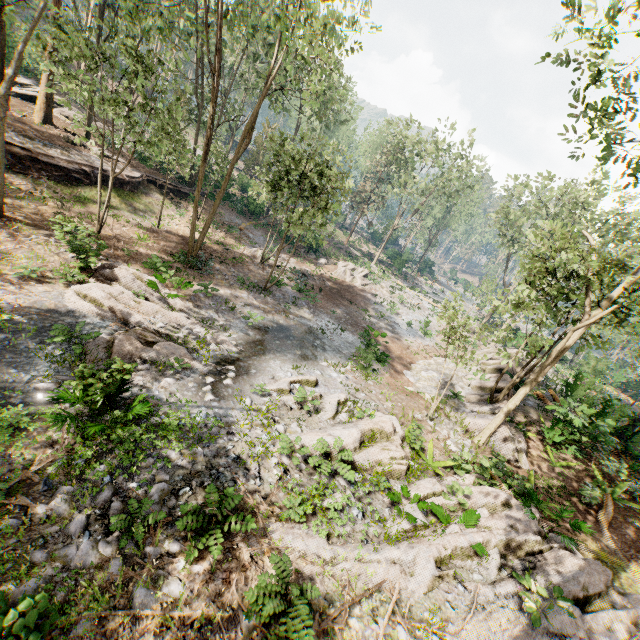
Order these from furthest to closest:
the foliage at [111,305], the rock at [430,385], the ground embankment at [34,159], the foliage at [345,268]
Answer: the foliage at [345,268] → the ground embankment at [34,159] → the rock at [430,385] → the foliage at [111,305]

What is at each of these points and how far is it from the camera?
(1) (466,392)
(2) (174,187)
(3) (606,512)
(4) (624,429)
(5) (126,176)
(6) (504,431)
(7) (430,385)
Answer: (1) rock, 17.98m
(2) ground embankment, 28.19m
(3) foliage, 10.90m
(4) foliage, 18.94m
(5) ground embankment, 23.92m
(6) rock, 13.41m
(7) rock, 19.11m

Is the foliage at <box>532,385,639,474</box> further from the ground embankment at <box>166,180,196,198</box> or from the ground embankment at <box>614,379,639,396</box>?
the ground embankment at <box>614,379,639,396</box>

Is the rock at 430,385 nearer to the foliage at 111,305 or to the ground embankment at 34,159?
the foliage at 111,305

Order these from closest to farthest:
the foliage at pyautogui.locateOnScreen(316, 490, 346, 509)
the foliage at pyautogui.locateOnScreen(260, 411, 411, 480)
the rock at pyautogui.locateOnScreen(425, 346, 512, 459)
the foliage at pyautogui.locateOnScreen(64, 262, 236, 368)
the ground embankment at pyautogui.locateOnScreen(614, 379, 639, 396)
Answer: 1. the foliage at pyautogui.locateOnScreen(316, 490, 346, 509)
2. the foliage at pyautogui.locateOnScreen(260, 411, 411, 480)
3. the foliage at pyautogui.locateOnScreen(64, 262, 236, 368)
4. the rock at pyautogui.locateOnScreen(425, 346, 512, 459)
5. the ground embankment at pyautogui.locateOnScreen(614, 379, 639, 396)

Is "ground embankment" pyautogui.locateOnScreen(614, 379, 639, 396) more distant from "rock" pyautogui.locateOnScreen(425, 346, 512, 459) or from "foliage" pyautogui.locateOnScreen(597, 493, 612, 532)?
"rock" pyautogui.locateOnScreen(425, 346, 512, 459)

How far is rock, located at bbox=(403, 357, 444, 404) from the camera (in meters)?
18.12
